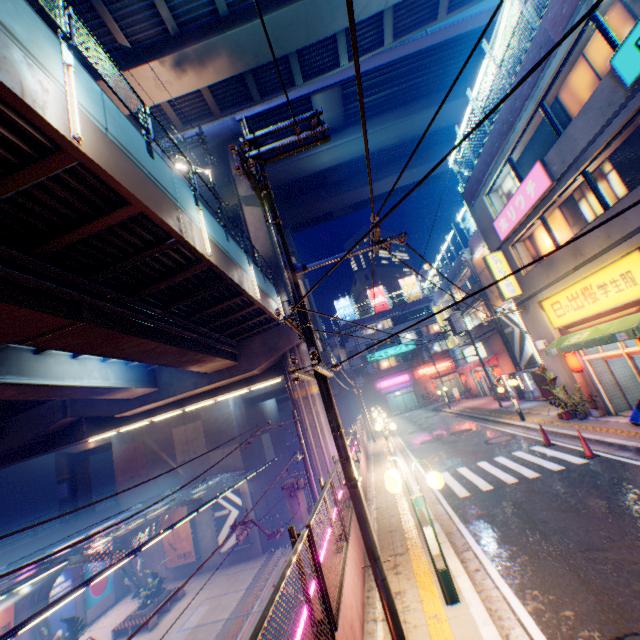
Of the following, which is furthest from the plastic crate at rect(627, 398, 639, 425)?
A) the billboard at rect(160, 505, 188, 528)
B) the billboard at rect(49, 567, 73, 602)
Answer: the billboard at rect(49, 567, 73, 602)

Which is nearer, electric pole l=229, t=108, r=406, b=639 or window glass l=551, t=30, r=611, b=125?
electric pole l=229, t=108, r=406, b=639

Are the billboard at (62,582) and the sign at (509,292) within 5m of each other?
no

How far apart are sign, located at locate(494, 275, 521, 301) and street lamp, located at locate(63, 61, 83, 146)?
16.68m

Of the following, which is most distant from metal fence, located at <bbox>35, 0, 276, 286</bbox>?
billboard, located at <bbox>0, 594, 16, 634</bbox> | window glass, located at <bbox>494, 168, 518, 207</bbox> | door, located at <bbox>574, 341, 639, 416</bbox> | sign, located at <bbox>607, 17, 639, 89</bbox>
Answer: door, located at <bbox>574, 341, 639, 416</bbox>

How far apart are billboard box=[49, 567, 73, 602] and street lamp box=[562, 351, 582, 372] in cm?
3356

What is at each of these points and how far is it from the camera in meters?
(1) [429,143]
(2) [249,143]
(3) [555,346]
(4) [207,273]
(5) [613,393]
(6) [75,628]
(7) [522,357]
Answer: (1) overpass support, 33.2
(2) electric pole, 6.9
(3) awning, 14.0
(4) overpass support, 12.3
(5) building, 13.4
(6) plants, 16.7
(7) billboard, 22.9

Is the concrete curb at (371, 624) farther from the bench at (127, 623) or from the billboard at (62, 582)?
the billboard at (62, 582)
